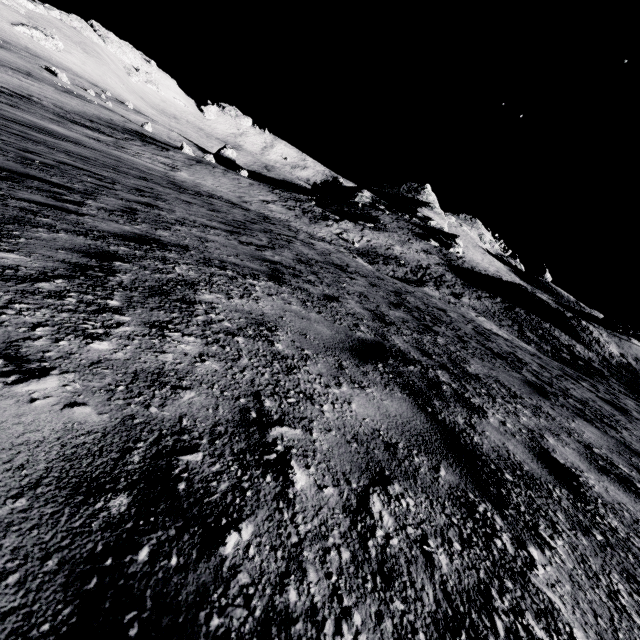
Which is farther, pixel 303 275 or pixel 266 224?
pixel 266 224

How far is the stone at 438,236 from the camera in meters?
49.9

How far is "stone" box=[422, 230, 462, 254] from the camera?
49.88m
